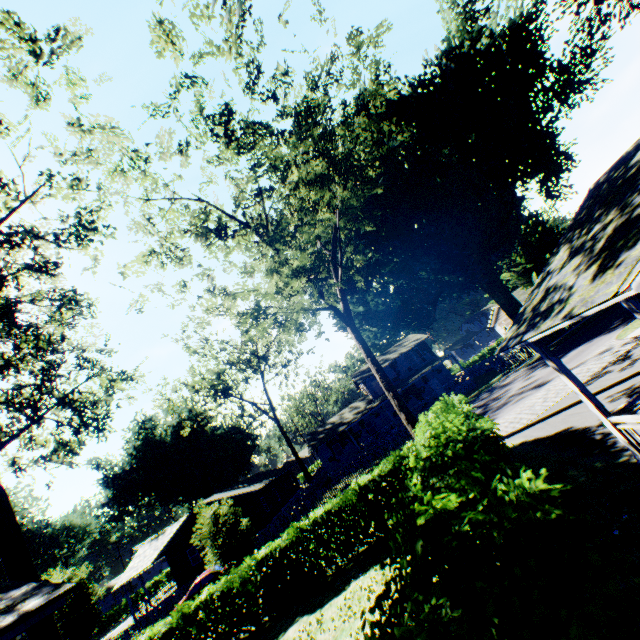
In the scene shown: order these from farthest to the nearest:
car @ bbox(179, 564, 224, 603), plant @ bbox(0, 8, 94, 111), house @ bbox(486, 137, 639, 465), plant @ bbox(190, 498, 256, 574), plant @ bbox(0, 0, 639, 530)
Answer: car @ bbox(179, 564, 224, 603), plant @ bbox(190, 498, 256, 574), plant @ bbox(0, 0, 639, 530), plant @ bbox(0, 8, 94, 111), house @ bbox(486, 137, 639, 465)

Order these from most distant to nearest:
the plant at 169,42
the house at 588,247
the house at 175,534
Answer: the house at 175,534
the plant at 169,42
the house at 588,247

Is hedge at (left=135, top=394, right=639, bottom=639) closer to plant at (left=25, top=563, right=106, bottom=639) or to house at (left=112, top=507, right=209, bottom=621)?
plant at (left=25, top=563, right=106, bottom=639)

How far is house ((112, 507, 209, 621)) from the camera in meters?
31.5

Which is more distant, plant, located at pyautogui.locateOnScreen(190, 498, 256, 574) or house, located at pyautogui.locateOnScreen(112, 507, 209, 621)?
house, located at pyautogui.locateOnScreen(112, 507, 209, 621)

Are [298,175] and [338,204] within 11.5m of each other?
yes

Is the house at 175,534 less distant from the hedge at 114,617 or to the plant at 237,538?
the plant at 237,538

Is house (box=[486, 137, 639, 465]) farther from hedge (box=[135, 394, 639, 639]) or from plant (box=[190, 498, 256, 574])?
hedge (box=[135, 394, 639, 639])
